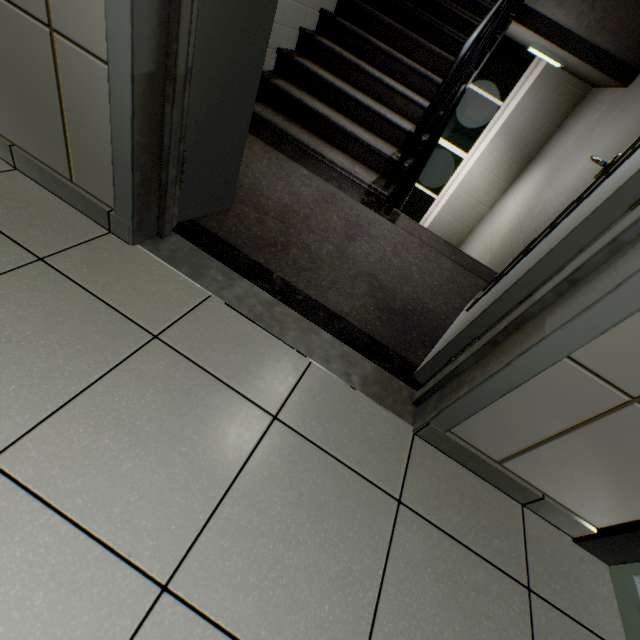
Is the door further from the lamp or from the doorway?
the lamp

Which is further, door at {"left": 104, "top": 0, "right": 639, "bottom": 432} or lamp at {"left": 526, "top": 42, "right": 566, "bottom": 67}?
lamp at {"left": 526, "top": 42, "right": 566, "bottom": 67}

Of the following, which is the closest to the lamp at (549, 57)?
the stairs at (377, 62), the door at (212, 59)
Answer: the stairs at (377, 62)

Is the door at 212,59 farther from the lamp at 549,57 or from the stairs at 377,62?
the lamp at 549,57

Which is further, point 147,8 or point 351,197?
point 351,197

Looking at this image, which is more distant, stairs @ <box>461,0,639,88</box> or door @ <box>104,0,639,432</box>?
stairs @ <box>461,0,639,88</box>

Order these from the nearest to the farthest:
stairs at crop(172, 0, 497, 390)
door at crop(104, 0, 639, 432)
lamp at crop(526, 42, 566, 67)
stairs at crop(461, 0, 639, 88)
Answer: door at crop(104, 0, 639, 432), stairs at crop(172, 0, 497, 390), stairs at crop(461, 0, 639, 88), lamp at crop(526, 42, 566, 67)

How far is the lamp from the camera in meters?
4.1
